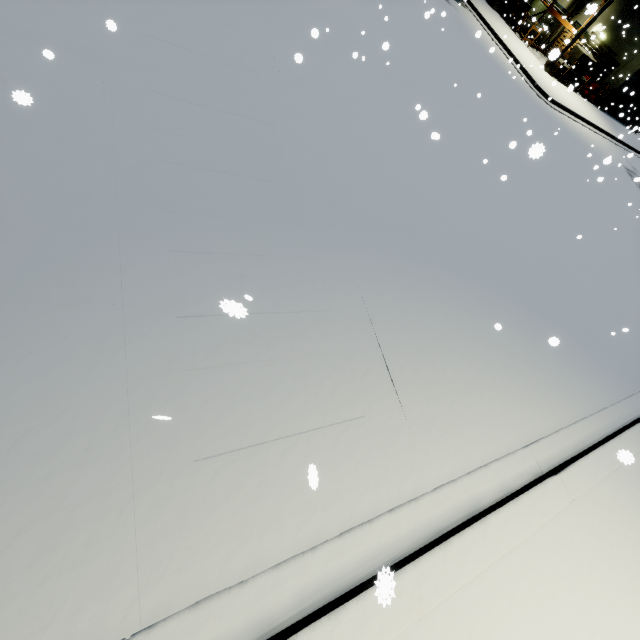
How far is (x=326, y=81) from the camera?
7.2 meters

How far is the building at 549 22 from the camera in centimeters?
2629cm

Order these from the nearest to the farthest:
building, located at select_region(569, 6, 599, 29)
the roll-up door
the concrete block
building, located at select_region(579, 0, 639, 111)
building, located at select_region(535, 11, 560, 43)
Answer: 1. building, located at select_region(569, 6, 599, 29)
2. the concrete block
3. building, located at select_region(579, 0, 639, 111)
4. the roll-up door
5. building, located at select_region(535, 11, 560, 43)

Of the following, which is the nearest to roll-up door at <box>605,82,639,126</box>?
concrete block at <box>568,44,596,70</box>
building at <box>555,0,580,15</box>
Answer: building at <box>555,0,580,15</box>

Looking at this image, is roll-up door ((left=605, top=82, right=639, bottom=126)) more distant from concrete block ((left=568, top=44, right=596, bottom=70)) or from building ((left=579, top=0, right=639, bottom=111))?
concrete block ((left=568, top=44, right=596, bottom=70))

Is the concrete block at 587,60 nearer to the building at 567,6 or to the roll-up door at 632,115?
the building at 567,6
